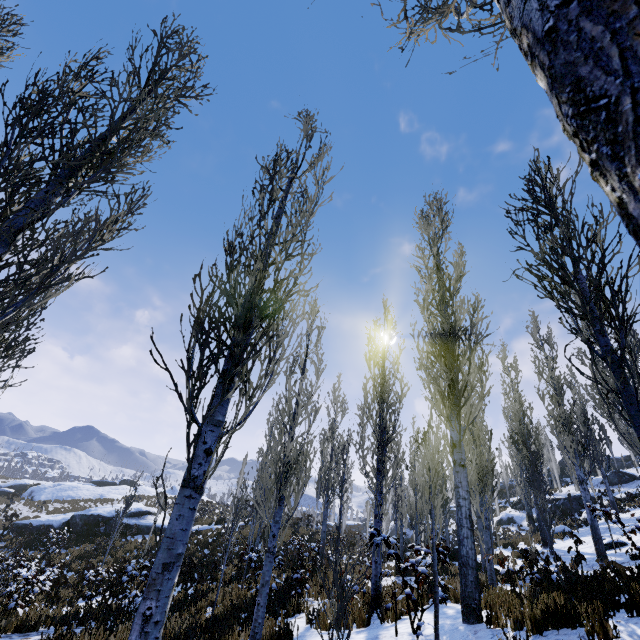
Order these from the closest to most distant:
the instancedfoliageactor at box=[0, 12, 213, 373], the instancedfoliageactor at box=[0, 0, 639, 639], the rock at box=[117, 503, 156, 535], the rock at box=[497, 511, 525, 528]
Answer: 1. the instancedfoliageactor at box=[0, 0, 639, 639]
2. the instancedfoliageactor at box=[0, 12, 213, 373]
3. the rock at box=[117, 503, 156, 535]
4. the rock at box=[497, 511, 525, 528]

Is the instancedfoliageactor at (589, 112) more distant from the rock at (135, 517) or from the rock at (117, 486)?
the rock at (117, 486)

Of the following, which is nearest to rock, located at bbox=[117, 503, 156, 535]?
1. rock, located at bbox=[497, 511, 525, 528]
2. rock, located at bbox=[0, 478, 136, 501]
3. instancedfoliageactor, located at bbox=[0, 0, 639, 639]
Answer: instancedfoliageactor, located at bbox=[0, 0, 639, 639]

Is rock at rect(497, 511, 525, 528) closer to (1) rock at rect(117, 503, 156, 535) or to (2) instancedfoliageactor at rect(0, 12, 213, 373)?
(2) instancedfoliageactor at rect(0, 12, 213, 373)

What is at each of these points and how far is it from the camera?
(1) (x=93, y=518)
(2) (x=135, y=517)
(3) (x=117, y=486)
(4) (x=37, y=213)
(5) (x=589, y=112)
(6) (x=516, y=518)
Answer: (1) rock, 23.9 meters
(2) rock, 25.5 meters
(3) rock, 43.4 meters
(4) instancedfoliageactor, 3.9 meters
(5) instancedfoliageactor, 0.6 meters
(6) rock, 36.7 meters

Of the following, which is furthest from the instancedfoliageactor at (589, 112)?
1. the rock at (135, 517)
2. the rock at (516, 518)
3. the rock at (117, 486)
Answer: the rock at (117, 486)

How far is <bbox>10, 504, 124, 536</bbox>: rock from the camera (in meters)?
23.48

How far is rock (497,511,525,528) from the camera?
36.4m
